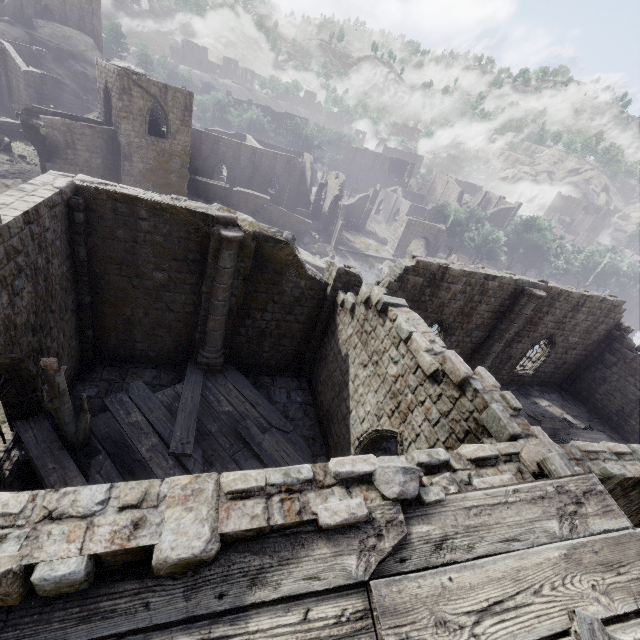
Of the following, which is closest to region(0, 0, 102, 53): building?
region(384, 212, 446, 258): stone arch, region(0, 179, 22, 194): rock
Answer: region(384, 212, 446, 258): stone arch

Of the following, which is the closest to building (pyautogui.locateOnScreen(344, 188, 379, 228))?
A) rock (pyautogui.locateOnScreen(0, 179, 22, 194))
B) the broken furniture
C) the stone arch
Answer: the stone arch

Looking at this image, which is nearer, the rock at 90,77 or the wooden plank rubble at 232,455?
the wooden plank rubble at 232,455

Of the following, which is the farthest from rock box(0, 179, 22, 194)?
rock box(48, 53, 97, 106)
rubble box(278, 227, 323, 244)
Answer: rock box(48, 53, 97, 106)

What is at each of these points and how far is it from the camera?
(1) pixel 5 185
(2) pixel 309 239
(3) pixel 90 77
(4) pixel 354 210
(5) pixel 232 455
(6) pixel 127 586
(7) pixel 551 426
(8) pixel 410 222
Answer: (1) rock, 25.05m
(2) rubble, 42.38m
(3) rock, 48.41m
(4) building, 54.12m
(5) wooden plank rubble, 10.63m
(6) wooden plank rubble, 2.92m
(7) broken furniture, 17.52m
(8) stone arch, 46.09m

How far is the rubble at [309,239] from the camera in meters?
41.6

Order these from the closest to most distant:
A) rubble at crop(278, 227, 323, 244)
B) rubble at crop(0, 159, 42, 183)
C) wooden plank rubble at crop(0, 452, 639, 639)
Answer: wooden plank rubble at crop(0, 452, 639, 639) → rubble at crop(0, 159, 42, 183) → rubble at crop(278, 227, 323, 244)

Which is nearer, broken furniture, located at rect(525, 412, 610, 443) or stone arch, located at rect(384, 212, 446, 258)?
broken furniture, located at rect(525, 412, 610, 443)
